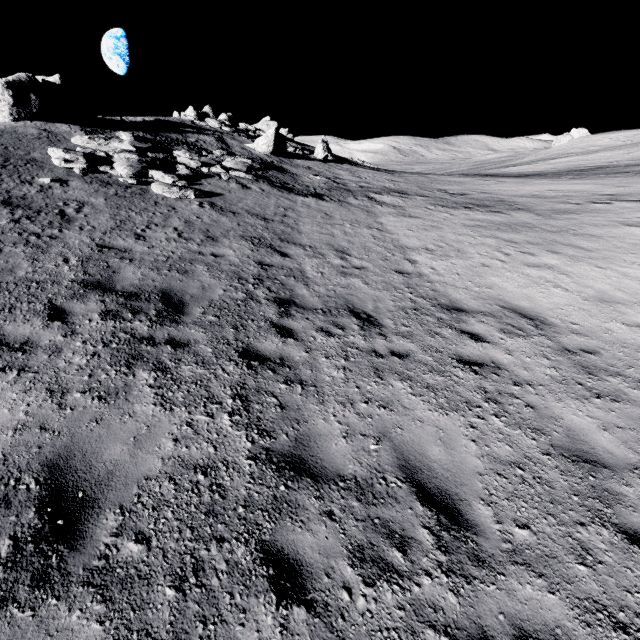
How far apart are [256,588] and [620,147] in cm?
6707

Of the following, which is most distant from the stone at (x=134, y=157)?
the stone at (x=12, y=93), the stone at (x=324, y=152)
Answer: the stone at (x=324, y=152)

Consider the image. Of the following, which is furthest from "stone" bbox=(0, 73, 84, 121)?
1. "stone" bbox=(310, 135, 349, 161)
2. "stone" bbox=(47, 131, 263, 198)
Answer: "stone" bbox=(310, 135, 349, 161)

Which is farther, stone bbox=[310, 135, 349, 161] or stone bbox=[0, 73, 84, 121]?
stone bbox=[310, 135, 349, 161]

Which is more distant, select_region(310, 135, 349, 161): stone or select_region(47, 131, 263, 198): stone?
select_region(310, 135, 349, 161): stone

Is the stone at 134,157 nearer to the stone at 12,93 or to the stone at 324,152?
the stone at 12,93

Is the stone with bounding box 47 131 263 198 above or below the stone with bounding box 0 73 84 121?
below
